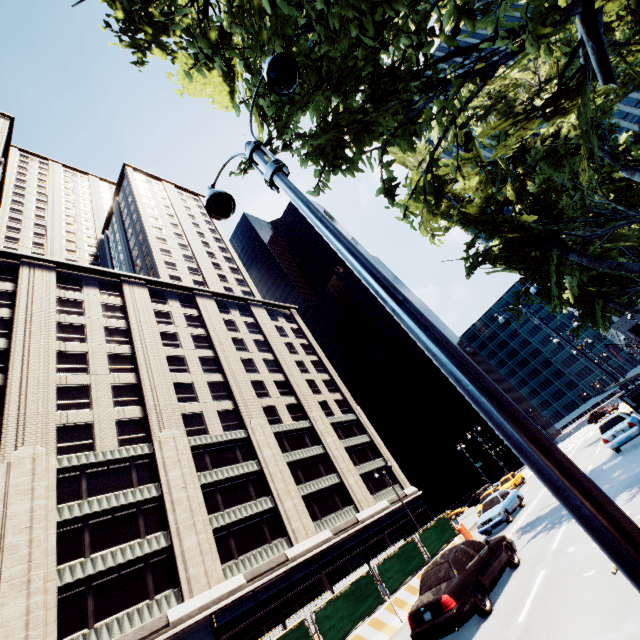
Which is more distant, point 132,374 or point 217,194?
point 132,374

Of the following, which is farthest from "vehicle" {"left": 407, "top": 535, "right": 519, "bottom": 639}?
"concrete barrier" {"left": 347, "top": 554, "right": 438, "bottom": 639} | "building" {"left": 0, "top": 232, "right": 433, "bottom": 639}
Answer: "building" {"left": 0, "top": 232, "right": 433, "bottom": 639}

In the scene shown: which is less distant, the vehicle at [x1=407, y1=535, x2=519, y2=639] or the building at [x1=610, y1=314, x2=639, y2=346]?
the vehicle at [x1=407, y1=535, x2=519, y2=639]

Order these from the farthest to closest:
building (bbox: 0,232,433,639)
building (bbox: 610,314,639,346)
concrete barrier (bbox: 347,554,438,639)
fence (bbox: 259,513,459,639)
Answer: building (bbox: 610,314,639,346)
building (bbox: 0,232,433,639)
concrete barrier (bbox: 347,554,438,639)
fence (bbox: 259,513,459,639)

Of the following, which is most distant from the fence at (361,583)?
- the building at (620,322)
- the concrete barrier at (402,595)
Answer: the building at (620,322)

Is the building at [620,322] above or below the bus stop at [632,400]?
above

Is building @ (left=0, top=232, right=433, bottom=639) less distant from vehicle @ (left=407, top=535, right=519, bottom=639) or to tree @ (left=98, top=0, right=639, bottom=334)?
tree @ (left=98, top=0, right=639, bottom=334)

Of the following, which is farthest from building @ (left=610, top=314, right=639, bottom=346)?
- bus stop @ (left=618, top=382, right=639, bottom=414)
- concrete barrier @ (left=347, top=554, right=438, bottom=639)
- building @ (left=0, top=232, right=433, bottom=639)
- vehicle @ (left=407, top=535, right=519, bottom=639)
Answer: vehicle @ (left=407, top=535, right=519, bottom=639)
